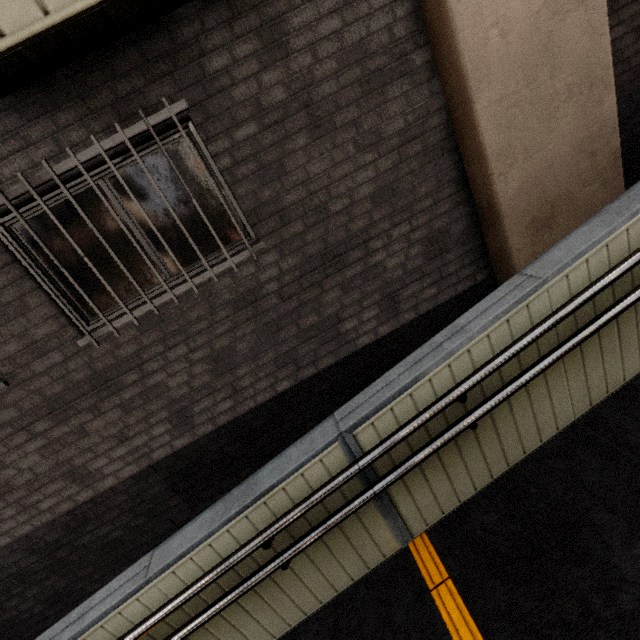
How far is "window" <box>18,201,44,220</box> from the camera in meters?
2.6 m

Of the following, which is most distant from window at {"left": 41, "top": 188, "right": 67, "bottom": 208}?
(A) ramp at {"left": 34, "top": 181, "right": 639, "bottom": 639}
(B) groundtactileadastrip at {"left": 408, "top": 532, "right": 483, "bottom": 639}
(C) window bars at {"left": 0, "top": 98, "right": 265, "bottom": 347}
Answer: (B) groundtactileadastrip at {"left": 408, "top": 532, "right": 483, "bottom": 639}

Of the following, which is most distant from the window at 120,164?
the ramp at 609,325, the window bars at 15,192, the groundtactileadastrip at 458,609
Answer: the groundtactileadastrip at 458,609

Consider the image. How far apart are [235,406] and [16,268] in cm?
223

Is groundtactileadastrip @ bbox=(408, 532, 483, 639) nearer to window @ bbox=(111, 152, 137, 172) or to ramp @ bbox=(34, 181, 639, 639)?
ramp @ bbox=(34, 181, 639, 639)

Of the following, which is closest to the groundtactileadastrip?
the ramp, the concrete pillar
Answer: the ramp

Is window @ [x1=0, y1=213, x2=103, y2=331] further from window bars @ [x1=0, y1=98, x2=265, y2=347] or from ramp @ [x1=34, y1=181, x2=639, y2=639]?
ramp @ [x1=34, y1=181, x2=639, y2=639]
